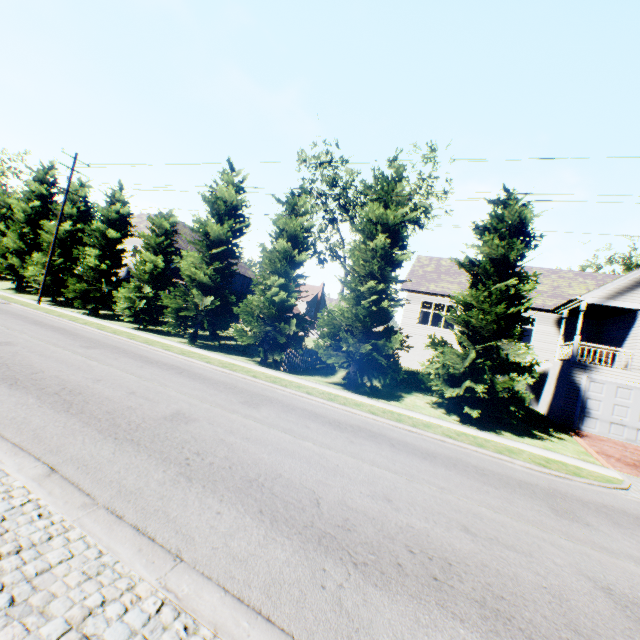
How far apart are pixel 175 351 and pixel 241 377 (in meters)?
4.64

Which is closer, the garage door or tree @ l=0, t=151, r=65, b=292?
the garage door

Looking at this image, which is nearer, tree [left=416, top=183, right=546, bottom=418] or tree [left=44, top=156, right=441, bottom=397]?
tree [left=416, top=183, right=546, bottom=418]

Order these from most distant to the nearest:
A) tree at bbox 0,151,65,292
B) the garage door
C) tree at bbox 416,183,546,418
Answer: tree at bbox 0,151,65,292
the garage door
tree at bbox 416,183,546,418

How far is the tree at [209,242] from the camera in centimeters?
1605cm

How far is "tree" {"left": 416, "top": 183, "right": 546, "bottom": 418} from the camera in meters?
13.3

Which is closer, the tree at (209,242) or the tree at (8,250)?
the tree at (209,242)
